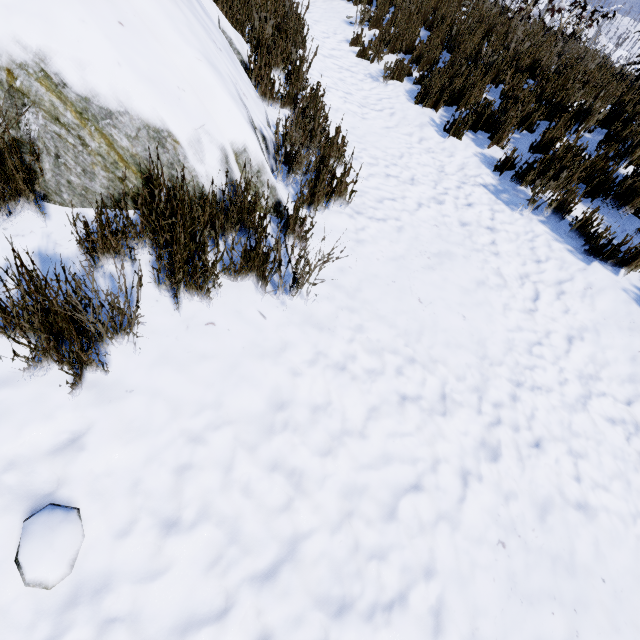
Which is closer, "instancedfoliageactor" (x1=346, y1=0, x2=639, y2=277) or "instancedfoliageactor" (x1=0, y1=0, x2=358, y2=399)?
"instancedfoliageactor" (x1=0, y1=0, x2=358, y2=399)

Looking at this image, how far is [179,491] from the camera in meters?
1.4

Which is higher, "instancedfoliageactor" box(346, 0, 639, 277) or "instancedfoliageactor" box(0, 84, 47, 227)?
"instancedfoliageactor" box(346, 0, 639, 277)

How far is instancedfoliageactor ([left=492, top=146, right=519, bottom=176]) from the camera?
4.4 meters

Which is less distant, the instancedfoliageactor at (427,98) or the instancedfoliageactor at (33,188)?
the instancedfoliageactor at (33,188)
